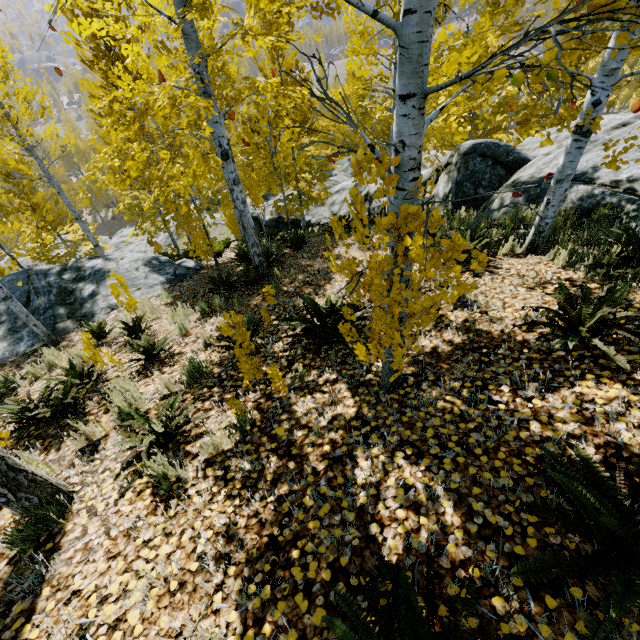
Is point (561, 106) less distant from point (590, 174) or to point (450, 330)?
point (450, 330)

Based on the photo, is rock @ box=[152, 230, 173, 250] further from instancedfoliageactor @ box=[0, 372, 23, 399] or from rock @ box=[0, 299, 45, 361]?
Result: rock @ box=[0, 299, 45, 361]

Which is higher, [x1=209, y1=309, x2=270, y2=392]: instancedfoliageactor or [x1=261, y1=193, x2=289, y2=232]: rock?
[x1=209, y1=309, x2=270, y2=392]: instancedfoliageactor

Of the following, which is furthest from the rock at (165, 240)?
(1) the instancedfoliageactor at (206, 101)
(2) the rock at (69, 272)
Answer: (2) the rock at (69, 272)

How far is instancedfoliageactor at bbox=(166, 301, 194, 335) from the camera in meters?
5.6

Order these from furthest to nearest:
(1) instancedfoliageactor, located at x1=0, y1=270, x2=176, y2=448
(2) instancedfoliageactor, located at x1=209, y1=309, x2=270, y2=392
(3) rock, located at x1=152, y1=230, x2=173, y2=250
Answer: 1. (3) rock, located at x1=152, y1=230, x2=173, y2=250
2. (1) instancedfoliageactor, located at x1=0, y1=270, x2=176, y2=448
3. (2) instancedfoliageactor, located at x1=209, y1=309, x2=270, y2=392

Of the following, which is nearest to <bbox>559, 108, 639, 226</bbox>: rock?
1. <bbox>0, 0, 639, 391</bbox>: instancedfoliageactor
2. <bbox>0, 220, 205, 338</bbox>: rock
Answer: <bbox>0, 0, 639, 391</bbox>: instancedfoliageactor

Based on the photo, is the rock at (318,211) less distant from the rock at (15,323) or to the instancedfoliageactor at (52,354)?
the instancedfoliageactor at (52,354)
